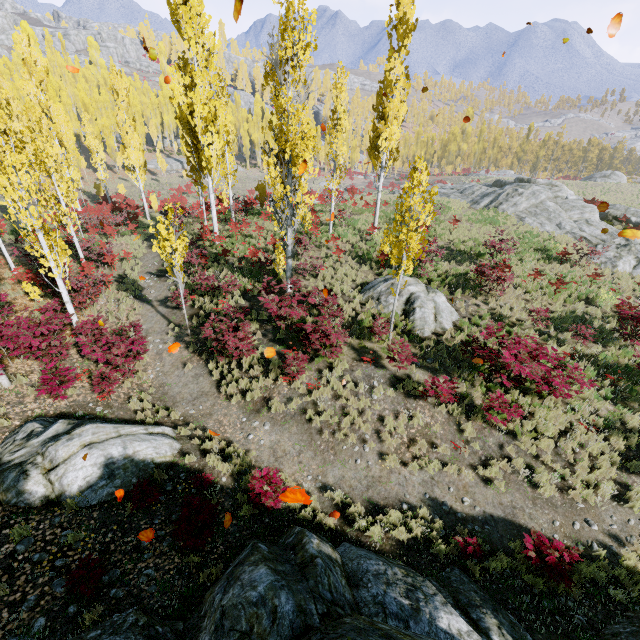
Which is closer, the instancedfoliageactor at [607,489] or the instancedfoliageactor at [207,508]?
the instancedfoliageactor at [207,508]

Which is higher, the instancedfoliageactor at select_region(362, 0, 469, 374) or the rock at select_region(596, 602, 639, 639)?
the instancedfoliageactor at select_region(362, 0, 469, 374)

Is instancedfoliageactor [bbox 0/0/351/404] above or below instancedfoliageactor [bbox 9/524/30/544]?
above

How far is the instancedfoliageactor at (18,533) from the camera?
5.7m

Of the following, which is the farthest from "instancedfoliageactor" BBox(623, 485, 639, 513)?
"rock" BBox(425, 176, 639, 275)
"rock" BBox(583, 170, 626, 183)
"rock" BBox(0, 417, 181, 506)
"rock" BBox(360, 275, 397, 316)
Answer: "rock" BBox(583, 170, 626, 183)

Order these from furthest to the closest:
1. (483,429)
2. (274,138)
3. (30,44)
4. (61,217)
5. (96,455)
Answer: (30,44)
(61,217)
(274,138)
(483,429)
(96,455)

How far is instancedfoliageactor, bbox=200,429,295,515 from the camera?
7.2 meters

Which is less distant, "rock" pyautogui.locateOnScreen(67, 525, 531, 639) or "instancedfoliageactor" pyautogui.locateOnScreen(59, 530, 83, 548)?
"rock" pyautogui.locateOnScreen(67, 525, 531, 639)
